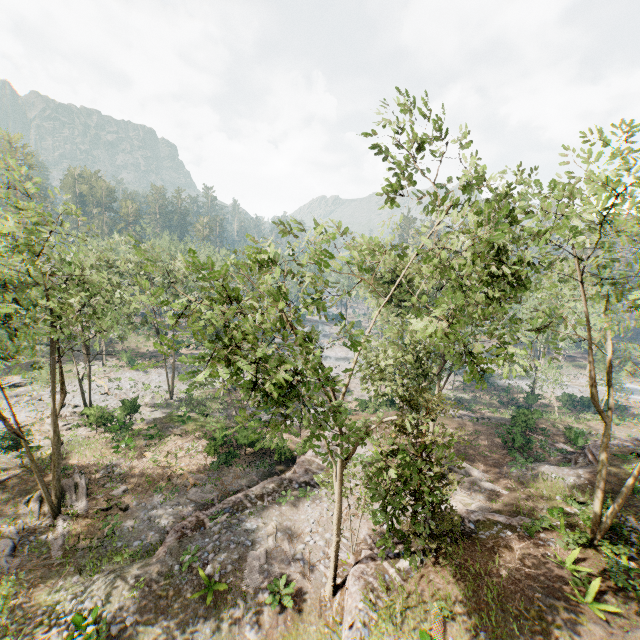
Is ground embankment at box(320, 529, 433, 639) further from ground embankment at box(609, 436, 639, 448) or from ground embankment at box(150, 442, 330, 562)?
ground embankment at box(609, 436, 639, 448)

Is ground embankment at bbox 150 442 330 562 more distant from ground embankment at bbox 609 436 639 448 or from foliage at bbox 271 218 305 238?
ground embankment at bbox 609 436 639 448

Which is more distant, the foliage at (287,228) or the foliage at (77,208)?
the foliage at (77,208)

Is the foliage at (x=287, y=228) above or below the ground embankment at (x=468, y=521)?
above

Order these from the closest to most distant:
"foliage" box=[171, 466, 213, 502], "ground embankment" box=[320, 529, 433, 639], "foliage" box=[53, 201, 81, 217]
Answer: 1. "ground embankment" box=[320, 529, 433, 639]
2. "foliage" box=[53, 201, 81, 217]
3. "foliage" box=[171, 466, 213, 502]

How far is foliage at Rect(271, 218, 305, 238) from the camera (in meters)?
13.13

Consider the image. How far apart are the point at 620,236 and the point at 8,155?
26.0m
